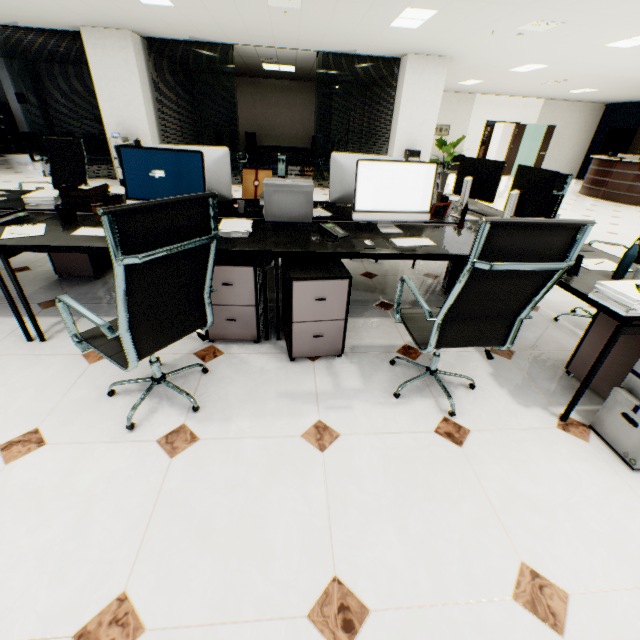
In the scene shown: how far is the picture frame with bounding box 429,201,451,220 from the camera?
2.9 meters

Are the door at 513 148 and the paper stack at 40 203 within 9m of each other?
no

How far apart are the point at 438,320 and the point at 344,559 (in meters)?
1.09

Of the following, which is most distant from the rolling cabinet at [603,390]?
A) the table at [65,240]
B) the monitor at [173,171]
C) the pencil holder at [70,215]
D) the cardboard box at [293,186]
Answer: the pencil holder at [70,215]

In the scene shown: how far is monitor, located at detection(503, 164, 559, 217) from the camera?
2.1m

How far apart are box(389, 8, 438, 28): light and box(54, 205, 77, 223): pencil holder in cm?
535

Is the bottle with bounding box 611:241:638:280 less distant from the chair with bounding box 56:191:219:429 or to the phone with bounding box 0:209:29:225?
the chair with bounding box 56:191:219:429

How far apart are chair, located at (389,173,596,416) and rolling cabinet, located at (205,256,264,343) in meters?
0.9
